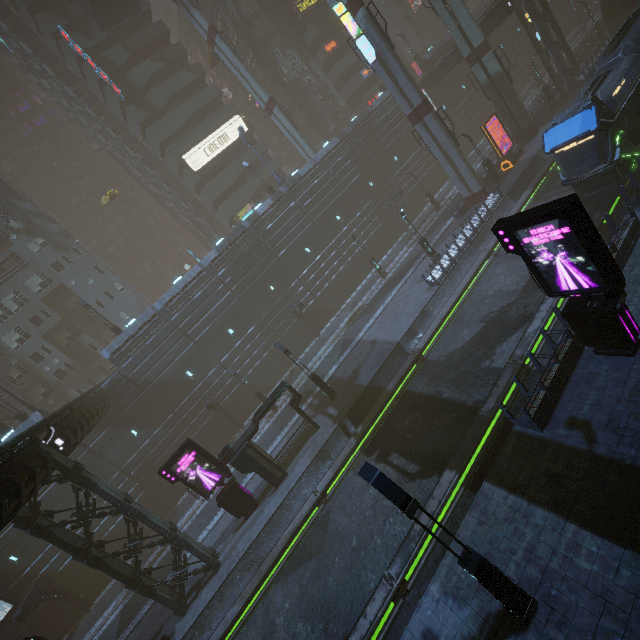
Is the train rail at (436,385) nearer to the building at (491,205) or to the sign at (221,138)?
the building at (491,205)

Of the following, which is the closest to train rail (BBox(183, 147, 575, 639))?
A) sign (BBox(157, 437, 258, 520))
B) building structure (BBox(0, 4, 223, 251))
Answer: sign (BBox(157, 437, 258, 520))

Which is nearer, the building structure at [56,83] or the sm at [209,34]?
the sm at [209,34]

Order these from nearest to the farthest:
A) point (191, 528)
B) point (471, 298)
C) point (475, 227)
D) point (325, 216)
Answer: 1. point (471, 298)
2. point (191, 528)
3. point (475, 227)
4. point (325, 216)

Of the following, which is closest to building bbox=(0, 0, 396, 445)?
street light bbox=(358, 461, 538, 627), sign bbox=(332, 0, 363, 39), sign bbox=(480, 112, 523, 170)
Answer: sign bbox=(332, 0, 363, 39)

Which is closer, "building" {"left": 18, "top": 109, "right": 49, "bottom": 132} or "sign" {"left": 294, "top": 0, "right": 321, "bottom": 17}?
"sign" {"left": 294, "top": 0, "right": 321, "bottom": 17}

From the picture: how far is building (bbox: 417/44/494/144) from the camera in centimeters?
3969cm

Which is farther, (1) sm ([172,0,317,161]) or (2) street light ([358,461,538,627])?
(1) sm ([172,0,317,161])
